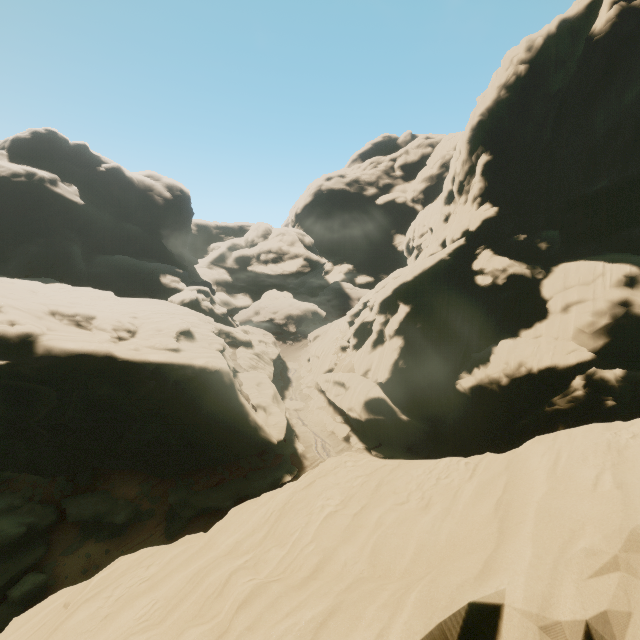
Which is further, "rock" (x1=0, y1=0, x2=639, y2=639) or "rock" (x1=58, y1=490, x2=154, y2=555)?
"rock" (x1=58, y1=490, x2=154, y2=555)

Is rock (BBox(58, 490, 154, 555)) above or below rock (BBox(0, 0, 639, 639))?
below

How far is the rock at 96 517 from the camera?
22.3 meters

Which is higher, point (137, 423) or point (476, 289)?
point (476, 289)

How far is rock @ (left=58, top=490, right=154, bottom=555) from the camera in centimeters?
2230cm

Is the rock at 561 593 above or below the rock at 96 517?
above
